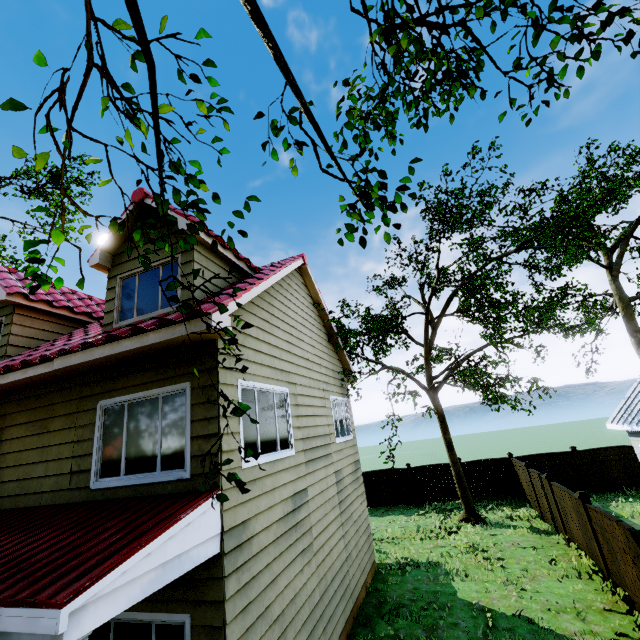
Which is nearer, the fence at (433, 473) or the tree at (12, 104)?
the tree at (12, 104)

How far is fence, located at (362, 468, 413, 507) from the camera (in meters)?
17.66

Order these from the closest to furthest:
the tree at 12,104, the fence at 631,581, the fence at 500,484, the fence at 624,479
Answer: the tree at 12,104
the fence at 631,581
the fence at 624,479
the fence at 500,484

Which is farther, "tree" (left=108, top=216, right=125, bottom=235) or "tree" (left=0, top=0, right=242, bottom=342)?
"tree" (left=108, top=216, right=125, bottom=235)

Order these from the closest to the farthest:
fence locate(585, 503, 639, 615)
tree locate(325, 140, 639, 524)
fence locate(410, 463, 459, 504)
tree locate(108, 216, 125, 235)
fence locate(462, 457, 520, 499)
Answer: tree locate(108, 216, 125, 235)
fence locate(585, 503, 639, 615)
tree locate(325, 140, 639, 524)
fence locate(462, 457, 520, 499)
fence locate(410, 463, 459, 504)

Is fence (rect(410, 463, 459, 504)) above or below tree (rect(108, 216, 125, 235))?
below

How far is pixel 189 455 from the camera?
4.8 meters

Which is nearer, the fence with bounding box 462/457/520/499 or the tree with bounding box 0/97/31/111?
the tree with bounding box 0/97/31/111
